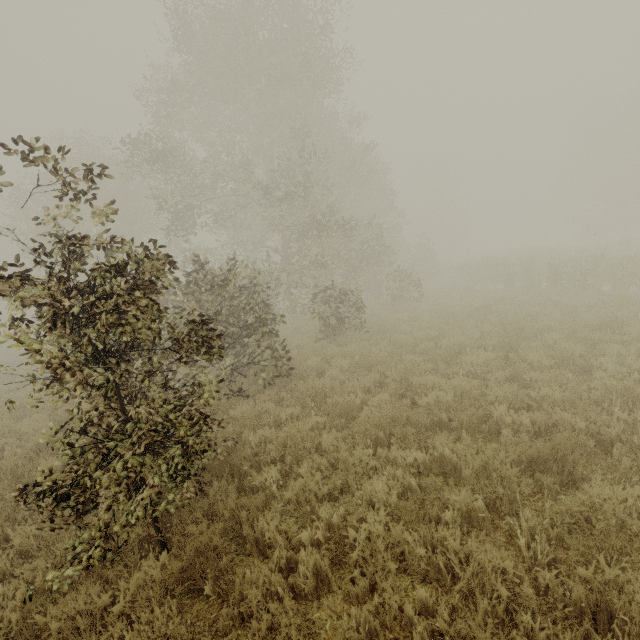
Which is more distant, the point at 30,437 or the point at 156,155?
the point at 156,155
